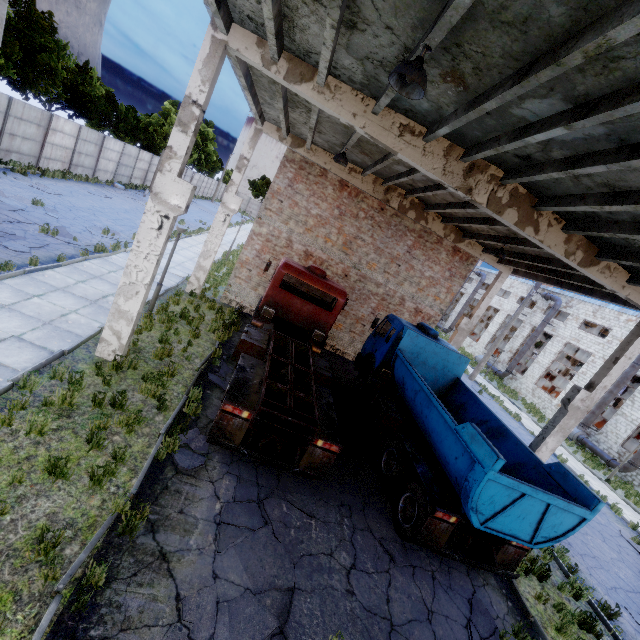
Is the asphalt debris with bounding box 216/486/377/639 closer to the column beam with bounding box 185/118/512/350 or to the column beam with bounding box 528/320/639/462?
the column beam with bounding box 528/320/639/462

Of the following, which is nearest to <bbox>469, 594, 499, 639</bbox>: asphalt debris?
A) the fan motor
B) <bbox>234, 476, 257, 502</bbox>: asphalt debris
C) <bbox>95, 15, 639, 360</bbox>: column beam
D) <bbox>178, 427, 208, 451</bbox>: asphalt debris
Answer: <bbox>234, 476, 257, 502</bbox>: asphalt debris

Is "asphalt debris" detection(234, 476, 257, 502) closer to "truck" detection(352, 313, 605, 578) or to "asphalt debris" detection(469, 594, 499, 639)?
"truck" detection(352, 313, 605, 578)

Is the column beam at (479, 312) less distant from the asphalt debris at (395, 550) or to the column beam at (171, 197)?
the column beam at (171, 197)

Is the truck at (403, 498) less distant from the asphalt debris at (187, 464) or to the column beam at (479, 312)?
the asphalt debris at (187, 464)

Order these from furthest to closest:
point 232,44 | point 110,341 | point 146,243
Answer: point 110,341, point 146,243, point 232,44

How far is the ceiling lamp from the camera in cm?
398

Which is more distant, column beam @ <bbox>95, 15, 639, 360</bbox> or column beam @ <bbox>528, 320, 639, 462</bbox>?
column beam @ <bbox>528, 320, 639, 462</bbox>
